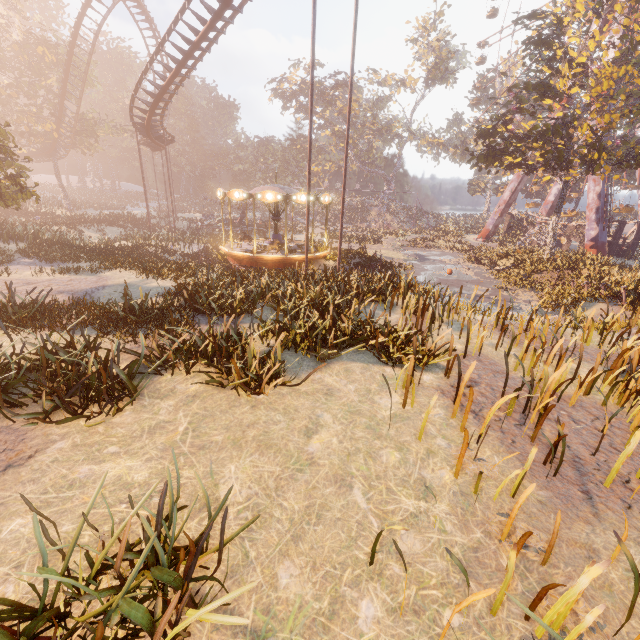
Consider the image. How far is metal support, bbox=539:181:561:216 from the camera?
42.44m

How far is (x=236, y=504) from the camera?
4.2 meters

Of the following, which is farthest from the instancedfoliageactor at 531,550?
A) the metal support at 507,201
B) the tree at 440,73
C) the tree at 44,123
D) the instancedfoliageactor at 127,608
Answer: the tree at 440,73

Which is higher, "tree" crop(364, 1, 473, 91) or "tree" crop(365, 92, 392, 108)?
"tree" crop(364, 1, 473, 91)

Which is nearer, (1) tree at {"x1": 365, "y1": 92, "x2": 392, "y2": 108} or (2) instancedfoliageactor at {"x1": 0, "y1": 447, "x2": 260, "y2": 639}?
(2) instancedfoliageactor at {"x1": 0, "y1": 447, "x2": 260, "y2": 639}

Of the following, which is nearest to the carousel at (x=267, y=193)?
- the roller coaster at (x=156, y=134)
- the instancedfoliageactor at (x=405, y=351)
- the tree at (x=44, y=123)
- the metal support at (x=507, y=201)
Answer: the instancedfoliageactor at (x=405, y=351)

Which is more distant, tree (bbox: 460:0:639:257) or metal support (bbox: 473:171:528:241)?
metal support (bbox: 473:171:528:241)

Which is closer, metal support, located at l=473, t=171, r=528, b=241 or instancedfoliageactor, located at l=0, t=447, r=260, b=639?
instancedfoliageactor, located at l=0, t=447, r=260, b=639
